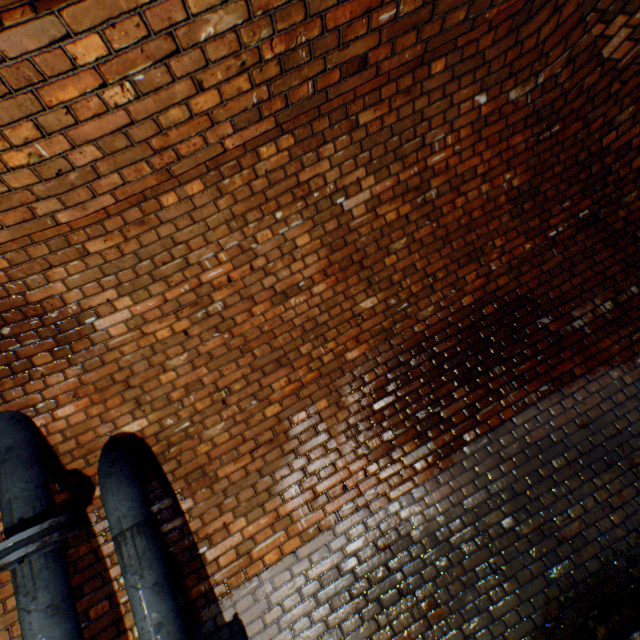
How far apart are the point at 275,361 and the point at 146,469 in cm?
146

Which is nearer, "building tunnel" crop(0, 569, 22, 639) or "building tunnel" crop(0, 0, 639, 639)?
"building tunnel" crop(0, 0, 639, 639)

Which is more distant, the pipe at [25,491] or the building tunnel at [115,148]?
the pipe at [25,491]

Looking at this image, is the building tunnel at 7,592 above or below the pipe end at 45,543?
below

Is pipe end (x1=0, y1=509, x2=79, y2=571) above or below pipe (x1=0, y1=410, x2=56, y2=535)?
below

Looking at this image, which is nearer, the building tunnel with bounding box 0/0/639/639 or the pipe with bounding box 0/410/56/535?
the building tunnel with bounding box 0/0/639/639

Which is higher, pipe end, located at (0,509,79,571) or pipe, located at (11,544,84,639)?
pipe end, located at (0,509,79,571)

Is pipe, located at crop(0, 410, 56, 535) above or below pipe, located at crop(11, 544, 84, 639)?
above
